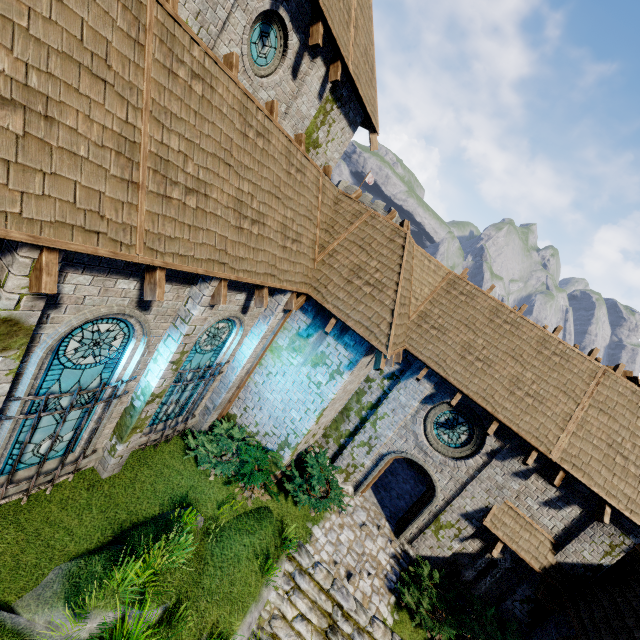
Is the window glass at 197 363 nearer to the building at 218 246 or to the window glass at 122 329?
the building at 218 246

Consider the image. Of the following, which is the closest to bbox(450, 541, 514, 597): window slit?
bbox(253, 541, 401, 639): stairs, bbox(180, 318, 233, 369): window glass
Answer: bbox(253, 541, 401, 639): stairs

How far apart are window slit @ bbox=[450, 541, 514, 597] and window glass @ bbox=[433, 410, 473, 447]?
2.97m

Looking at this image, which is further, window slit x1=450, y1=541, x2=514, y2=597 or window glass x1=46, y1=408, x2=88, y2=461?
window slit x1=450, y1=541, x2=514, y2=597

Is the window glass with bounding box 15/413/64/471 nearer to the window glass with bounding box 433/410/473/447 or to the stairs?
the stairs

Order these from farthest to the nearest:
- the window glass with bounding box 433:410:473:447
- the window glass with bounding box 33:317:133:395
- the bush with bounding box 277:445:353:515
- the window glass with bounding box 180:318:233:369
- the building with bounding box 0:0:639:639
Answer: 1. the window glass with bounding box 433:410:473:447
2. the bush with bounding box 277:445:353:515
3. the window glass with bounding box 180:318:233:369
4. the window glass with bounding box 33:317:133:395
5. the building with bounding box 0:0:639:639

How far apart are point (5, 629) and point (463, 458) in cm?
1159

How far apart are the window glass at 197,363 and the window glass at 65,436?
1.5 meters
